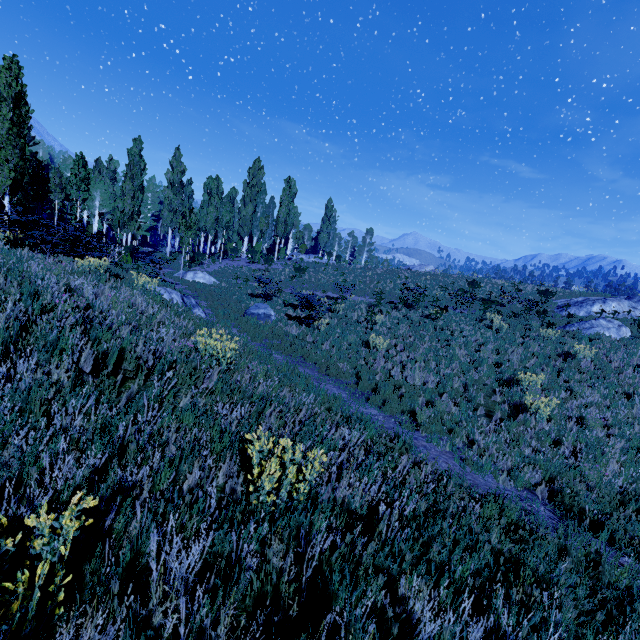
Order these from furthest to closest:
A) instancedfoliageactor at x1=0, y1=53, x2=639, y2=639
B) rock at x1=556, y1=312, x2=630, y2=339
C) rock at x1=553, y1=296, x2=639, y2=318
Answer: rock at x1=553, y1=296, x2=639, y2=318, rock at x1=556, y1=312, x2=630, y2=339, instancedfoliageactor at x1=0, y1=53, x2=639, y2=639

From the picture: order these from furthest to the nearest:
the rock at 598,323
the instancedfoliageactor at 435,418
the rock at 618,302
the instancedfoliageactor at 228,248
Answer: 1. the rock at 618,302
2. the rock at 598,323
3. the instancedfoliageactor at 435,418
4. the instancedfoliageactor at 228,248

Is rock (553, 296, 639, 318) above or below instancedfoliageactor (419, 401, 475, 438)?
above

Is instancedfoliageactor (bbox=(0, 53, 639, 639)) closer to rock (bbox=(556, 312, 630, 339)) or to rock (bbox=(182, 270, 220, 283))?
rock (bbox=(182, 270, 220, 283))

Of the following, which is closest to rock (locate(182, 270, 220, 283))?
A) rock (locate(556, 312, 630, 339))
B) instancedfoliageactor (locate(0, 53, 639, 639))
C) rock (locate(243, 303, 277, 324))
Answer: instancedfoliageactor (locate(0, 53, 639, 639))

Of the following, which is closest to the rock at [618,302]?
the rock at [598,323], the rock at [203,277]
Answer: the rock at [598,323]

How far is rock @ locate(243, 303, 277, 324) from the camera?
15.1 meters

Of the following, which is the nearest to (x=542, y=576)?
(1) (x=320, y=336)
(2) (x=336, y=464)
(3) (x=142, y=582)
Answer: (2) (x=336, y=464)
